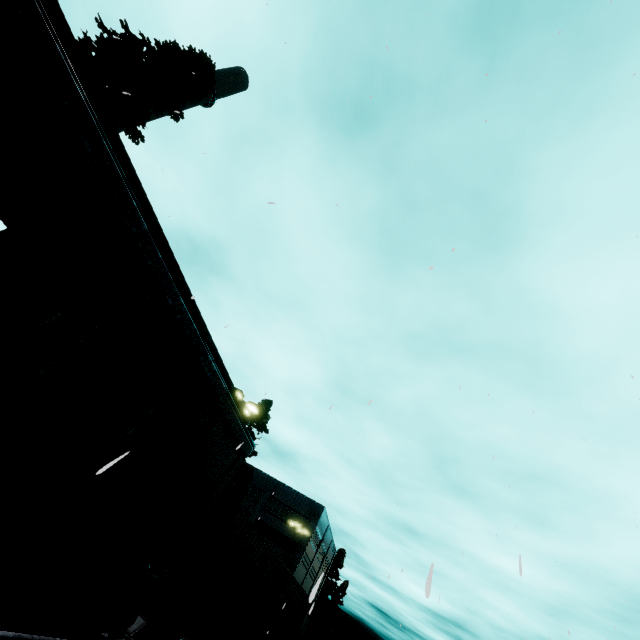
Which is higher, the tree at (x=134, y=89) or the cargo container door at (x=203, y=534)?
the tree at (x=134, y=89)

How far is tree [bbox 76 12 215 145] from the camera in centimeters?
1155cm

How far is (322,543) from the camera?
50.8 meters

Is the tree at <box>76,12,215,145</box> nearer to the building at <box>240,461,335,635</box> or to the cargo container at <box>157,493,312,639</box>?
the cargo container at <box>157,493,312,639</box>

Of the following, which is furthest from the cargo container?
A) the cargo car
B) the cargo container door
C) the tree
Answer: the tree

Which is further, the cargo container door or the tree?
the tree

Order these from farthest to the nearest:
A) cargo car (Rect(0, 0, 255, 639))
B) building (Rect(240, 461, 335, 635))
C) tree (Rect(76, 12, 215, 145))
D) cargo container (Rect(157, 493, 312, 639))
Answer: building (Rect(240, 461, 335, 635)), tree (Rect(76, 12, 215, 145)), cargo container (Rect(157, 493, 312, 639)), cargo car (Rect(0, 0, 255, 639))

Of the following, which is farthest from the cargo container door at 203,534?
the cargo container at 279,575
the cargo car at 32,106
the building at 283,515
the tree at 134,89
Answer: the building at 283,515
